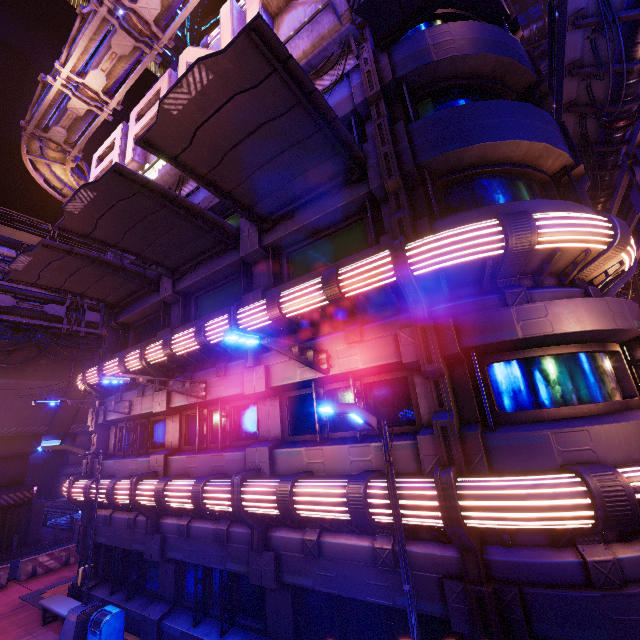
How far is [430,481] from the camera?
5.8m

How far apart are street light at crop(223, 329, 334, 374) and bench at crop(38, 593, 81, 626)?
12.2 meters

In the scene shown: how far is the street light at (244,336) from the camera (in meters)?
5.94

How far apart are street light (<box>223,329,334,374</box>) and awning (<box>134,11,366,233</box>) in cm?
455

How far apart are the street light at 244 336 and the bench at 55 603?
12.2m

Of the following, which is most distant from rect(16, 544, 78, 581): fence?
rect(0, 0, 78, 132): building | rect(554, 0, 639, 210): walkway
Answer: rect(0, 0, 78, 132): building

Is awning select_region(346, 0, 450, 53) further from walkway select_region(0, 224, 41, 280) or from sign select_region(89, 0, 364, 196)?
walkway select_region(0, 224, 41, 280)

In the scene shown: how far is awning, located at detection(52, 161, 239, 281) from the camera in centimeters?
887cm
